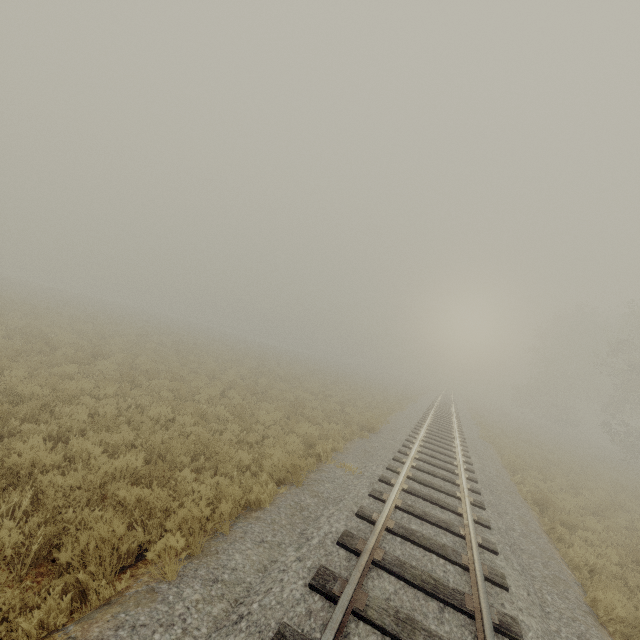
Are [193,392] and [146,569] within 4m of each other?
no
